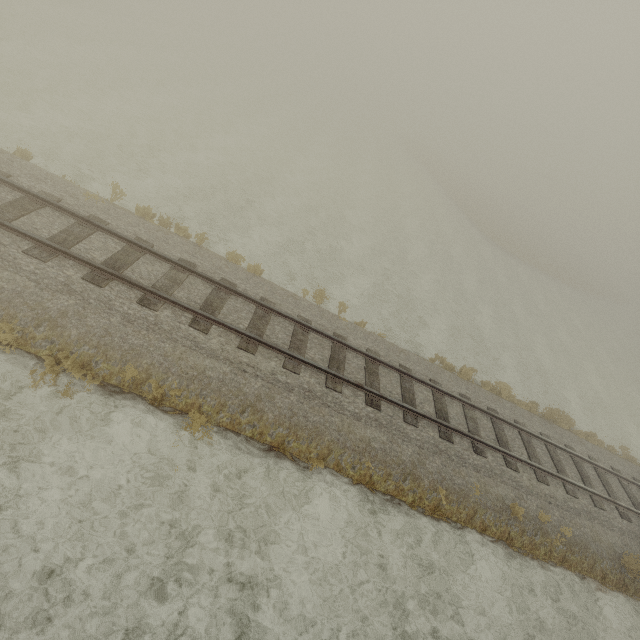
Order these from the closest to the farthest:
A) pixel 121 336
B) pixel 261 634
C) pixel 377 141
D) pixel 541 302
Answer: pixel 261 634, pixel 121 336, pixel 541 302, pixel 377 141
